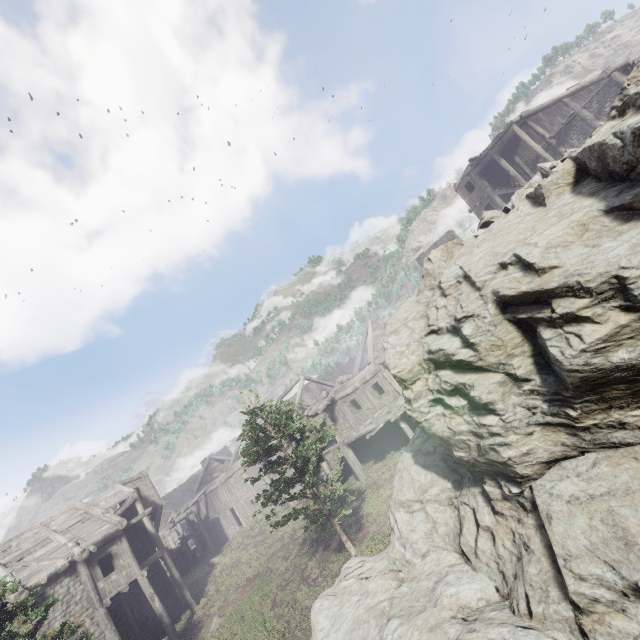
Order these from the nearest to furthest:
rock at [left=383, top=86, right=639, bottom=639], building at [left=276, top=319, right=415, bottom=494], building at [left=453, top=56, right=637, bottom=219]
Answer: rock at [left=383, top=86, right=639, bottom=639], building at [left=276, top=319, right=415, bottom=494], building at [left=453, top=56, right=637, bottom=219]

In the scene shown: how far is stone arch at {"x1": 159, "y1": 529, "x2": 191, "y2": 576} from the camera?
35.1m

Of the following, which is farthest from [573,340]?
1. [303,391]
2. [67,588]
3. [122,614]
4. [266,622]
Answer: [303,391]

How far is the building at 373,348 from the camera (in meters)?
21.30

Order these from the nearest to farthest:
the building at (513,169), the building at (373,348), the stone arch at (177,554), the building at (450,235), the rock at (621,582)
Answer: the rock at (621,582), the building at (373,348), the building at (513,169), the stone arch at (177,554), the building at (450,235)

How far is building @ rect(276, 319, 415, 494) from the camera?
21.30m

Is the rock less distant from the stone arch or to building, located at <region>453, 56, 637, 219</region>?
building, located at <region>453, 56, 637, 219</region>
